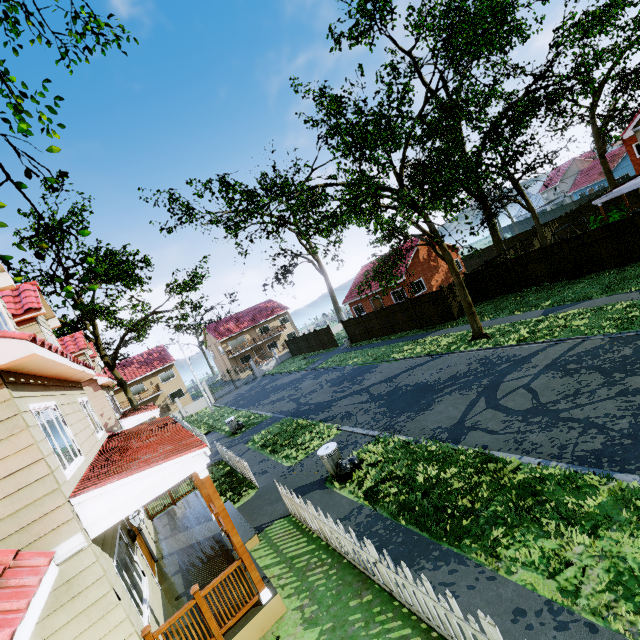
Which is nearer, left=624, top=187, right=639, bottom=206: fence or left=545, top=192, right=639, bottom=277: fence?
left=545, top=192, right=639, bottom=277: fence

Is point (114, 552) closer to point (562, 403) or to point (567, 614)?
point (567, 614)

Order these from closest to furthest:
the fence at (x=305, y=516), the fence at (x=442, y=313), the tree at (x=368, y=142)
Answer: the fence at (x=305, y=516) → the tree at (x=368, y=142) → the fence at (x=442, y=313)

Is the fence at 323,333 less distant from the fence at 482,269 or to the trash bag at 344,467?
the fence at 482,269

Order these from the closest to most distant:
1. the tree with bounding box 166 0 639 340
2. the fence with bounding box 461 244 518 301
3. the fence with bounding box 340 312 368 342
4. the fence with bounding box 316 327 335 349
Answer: the tree with bounding box 166 0 639 340 < the fence with bounding box 461 244 518 301 < the fence with bounding box 340 312 368 342 < the fence with bounding box 316 327 335 349

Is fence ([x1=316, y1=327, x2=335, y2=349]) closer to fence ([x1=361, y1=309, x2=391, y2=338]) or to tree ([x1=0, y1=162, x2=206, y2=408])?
fence ([x1=361, y1=309, x2=391, y2=338])

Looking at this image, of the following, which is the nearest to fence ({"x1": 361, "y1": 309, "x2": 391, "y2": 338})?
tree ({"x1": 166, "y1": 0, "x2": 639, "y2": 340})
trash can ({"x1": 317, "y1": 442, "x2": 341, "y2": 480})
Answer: tree ({"x1": 166, "y1": 0, "x2": 639, "y2": 340})
